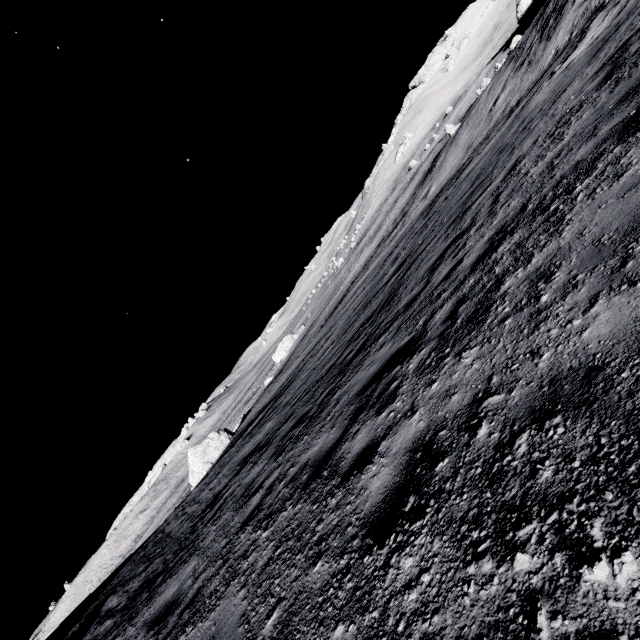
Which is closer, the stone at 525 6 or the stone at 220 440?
the stone at 220 440

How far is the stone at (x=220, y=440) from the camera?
31.14m

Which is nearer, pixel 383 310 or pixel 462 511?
pixel 462 511

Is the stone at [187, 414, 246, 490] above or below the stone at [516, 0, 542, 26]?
above

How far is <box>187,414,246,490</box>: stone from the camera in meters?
31.1

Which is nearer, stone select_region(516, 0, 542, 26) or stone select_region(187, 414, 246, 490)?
stone select_region(187, 414, 246, 490)
